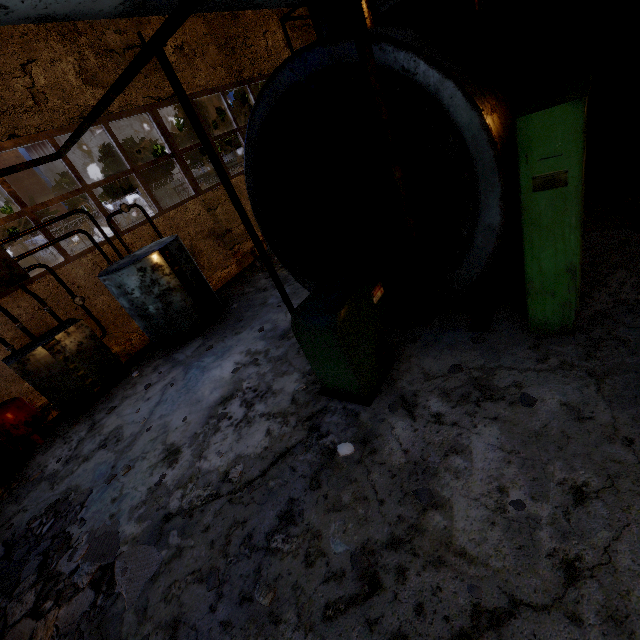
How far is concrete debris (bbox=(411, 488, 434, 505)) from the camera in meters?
2.9 m

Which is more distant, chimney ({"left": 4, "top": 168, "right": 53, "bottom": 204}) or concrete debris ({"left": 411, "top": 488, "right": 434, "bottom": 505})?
chimney ({"left": 4, "top": 168, "right": 53, "bottom": 204})

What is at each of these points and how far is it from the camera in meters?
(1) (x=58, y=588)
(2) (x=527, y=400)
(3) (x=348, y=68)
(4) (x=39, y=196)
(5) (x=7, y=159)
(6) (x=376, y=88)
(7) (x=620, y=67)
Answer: (1) concrete debris, 3.6
(2) concrete debris, 3.3
(3) boiler tank, 3.2
(4) chimney, 55.7
(5) chimney, 52.6
(6) pipe, 2.8
(7) pipe, 8.8

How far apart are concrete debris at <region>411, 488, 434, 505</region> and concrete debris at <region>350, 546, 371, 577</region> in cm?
67

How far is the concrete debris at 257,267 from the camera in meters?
10.0

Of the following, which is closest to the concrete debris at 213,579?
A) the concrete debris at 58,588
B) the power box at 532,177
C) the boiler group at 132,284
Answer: the concrete debris at 58,588

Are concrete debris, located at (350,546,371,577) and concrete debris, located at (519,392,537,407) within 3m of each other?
yes

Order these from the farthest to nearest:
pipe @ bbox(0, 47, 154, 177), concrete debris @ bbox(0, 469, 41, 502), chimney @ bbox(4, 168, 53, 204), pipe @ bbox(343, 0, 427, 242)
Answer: chimney @ bbox(4, 168, 53, 204) → concrete debris @ bbox(0, 469, 41, 502) → pipe @ bbox(0, 47, 154, 177) → pipe @ bbox(343, 0, 427, 242)
